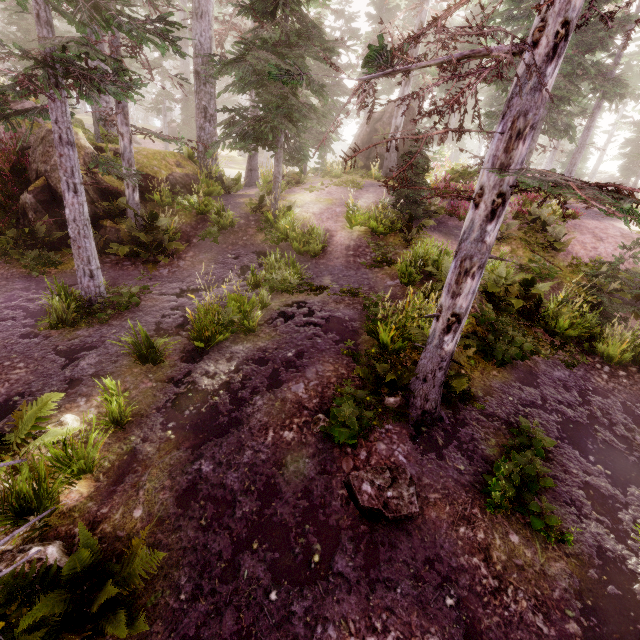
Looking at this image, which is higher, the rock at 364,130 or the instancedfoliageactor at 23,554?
Answer: the rock at 364,130

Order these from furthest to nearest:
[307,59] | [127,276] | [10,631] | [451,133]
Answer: [451,133]
[307,59]
[127,276]
[10,631]

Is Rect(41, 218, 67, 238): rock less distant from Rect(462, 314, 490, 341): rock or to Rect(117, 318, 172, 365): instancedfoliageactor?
Rect(117, 318, 172, 365): instancedfoliageactor

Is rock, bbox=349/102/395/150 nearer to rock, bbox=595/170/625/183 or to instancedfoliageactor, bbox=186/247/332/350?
instancedfoliageactor, bbox=186/247/332/350

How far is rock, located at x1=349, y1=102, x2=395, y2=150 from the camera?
21.5 meters

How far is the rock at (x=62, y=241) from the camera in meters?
10.2

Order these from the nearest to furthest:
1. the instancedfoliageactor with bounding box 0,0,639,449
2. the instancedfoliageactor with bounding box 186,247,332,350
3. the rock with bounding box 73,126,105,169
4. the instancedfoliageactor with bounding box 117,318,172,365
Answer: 1. the instancedfoliageactor with bounding box 0,0,639,449
2. the instancedfoliageactor with bounding box 117,318,172,365
3. the instancedfoliageactor with bounding box 186,247,332,350
4. the rock with bounding box 73,126,105,169

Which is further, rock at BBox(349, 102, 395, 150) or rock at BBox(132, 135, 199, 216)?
rock at BBox(349, 102, 395, 150)
